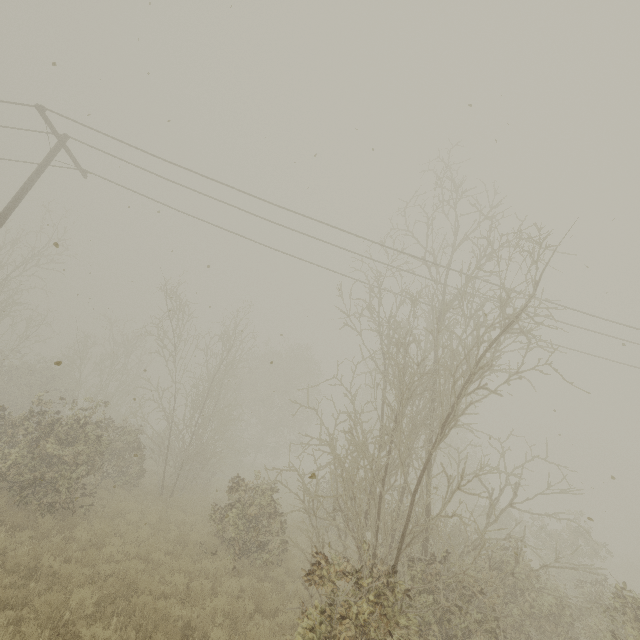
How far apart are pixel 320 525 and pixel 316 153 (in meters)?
17.41
